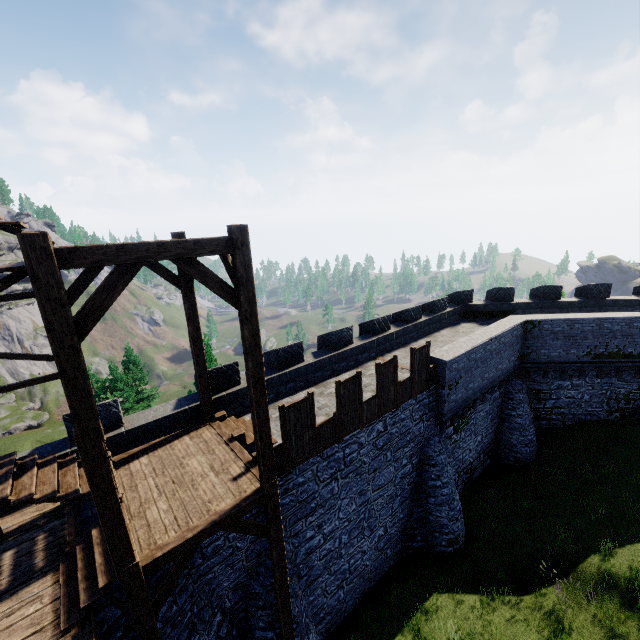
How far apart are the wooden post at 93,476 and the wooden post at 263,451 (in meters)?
2.59

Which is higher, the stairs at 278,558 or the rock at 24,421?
the stairs at 278,558

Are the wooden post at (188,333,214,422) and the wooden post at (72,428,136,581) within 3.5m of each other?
no

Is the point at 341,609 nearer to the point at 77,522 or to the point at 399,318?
the point at 77,522

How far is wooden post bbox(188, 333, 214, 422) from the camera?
9.8 meters

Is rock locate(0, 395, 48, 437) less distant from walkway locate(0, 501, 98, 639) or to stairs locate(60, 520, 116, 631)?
walkway locate(0, 501, 98, 639)

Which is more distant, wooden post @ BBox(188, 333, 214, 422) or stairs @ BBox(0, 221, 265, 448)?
wooden post @ BBox(188, 333, 214, 422)

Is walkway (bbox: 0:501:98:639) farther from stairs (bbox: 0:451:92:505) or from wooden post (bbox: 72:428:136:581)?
wooden post (bbox: 72:428:136:581)
